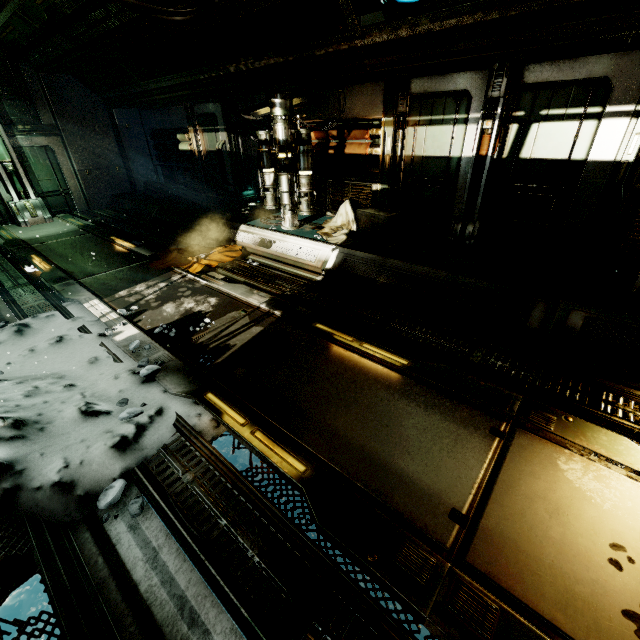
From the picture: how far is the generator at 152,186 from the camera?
11.4m

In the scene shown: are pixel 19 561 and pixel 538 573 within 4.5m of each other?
yes

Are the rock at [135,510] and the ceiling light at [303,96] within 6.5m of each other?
no

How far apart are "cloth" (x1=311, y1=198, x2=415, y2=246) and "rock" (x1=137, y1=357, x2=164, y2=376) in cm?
388

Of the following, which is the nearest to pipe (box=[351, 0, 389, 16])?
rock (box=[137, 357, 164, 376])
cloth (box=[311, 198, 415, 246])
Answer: cloth (box=[311, 198, 415, 246])

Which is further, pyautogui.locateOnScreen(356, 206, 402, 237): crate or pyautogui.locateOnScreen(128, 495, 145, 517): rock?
pyautogui.locateOnScreen(356, 206, 402, 237): crate

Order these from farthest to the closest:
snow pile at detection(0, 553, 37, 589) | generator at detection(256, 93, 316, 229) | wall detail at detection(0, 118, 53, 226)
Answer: wall detail at detection(0, 118, 53, 226) → generator at detection(256, 93, 316, 229) → snow pile at detection(0, 553, 37, 589)

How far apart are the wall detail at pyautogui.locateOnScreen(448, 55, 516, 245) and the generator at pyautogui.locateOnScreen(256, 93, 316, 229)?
3.15m
